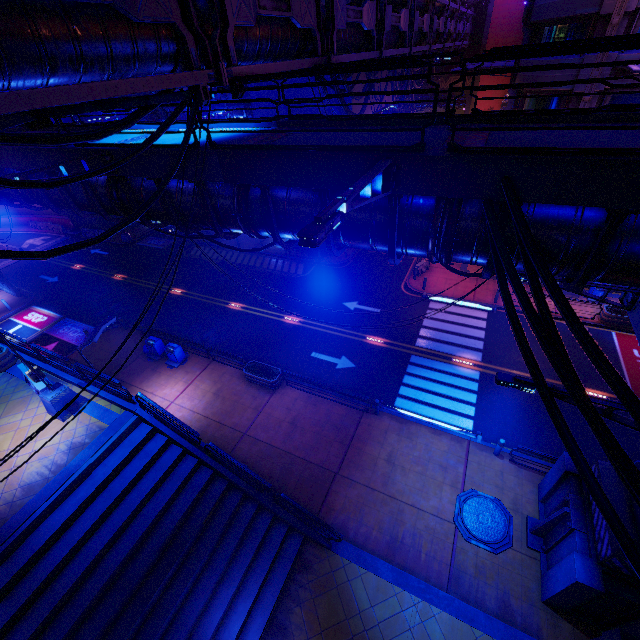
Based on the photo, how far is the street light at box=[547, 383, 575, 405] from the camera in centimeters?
631cm

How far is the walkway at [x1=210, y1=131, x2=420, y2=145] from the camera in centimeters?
718cm

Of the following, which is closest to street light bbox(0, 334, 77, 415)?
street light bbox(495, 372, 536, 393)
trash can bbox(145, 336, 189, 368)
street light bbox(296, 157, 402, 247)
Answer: trash can bbox(145, 336, 189, 368)

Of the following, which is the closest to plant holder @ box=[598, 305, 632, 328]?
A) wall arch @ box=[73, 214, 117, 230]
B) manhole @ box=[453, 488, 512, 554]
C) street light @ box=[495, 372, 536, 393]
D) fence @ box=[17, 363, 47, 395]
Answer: manhole @ box=[453, 488, 512, 554]

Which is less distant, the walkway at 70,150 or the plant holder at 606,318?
the walkway at 70,150

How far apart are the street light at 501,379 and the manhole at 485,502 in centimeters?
798cm

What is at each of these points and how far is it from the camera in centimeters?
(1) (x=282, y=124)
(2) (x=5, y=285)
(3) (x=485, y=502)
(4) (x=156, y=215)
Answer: (1) walkway, 989cm
(2) fence, 2827cm
(3) manhole, 1264cm
(4) walkway, 994cm

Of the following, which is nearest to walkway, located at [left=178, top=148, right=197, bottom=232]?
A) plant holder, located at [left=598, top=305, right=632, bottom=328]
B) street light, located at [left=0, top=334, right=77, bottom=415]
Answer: street light, located at [left=0, top=334, right=77, bottom=415]
